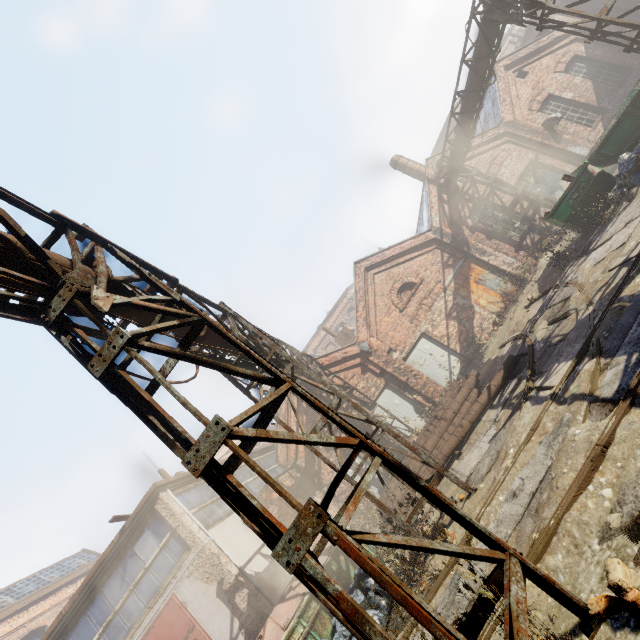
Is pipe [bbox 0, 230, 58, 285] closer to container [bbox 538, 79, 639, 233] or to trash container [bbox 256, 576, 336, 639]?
container [bbox 538, 79, 639, 233]

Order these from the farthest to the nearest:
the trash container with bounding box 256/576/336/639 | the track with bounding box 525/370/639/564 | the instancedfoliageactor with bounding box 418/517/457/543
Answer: the trash container with bounding box 256/576/336/639
the track with bounding box 525/370/639/564
the instancedfoliageactor with bounding box 418/517/457/543

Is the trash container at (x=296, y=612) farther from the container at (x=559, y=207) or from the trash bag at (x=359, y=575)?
the container at (x=559, y=207)

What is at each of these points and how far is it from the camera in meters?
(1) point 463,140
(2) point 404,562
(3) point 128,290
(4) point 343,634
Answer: (1) pipe, 14.0 m
(2) instancedfoliageactor, 5.3 m
(3) pipe, 4.5 m
(4) trash bag, 6.2 m

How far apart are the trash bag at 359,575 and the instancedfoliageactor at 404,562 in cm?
114

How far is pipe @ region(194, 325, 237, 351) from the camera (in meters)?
6.16

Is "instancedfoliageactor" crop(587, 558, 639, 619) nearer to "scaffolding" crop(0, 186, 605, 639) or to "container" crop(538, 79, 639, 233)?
"scaffolding" crop(0, 186, 605, 639)

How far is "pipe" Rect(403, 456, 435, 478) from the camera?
8.9 meters
